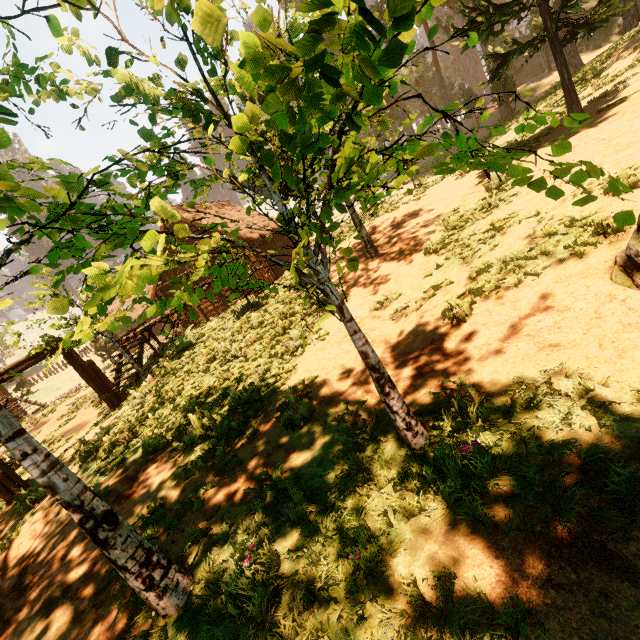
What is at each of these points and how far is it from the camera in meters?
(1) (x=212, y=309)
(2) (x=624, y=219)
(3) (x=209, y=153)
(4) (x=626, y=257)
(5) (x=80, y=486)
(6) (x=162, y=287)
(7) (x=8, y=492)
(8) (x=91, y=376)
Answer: (1) building, 23.8
(2) treerock, 0.8
(3) treerock, 3.8
(4) treerock, 4.0
(5) treerock, 3.2
(6) building, 23.5
(7) fence arch, 10.0
(8) fence arch, 12.3

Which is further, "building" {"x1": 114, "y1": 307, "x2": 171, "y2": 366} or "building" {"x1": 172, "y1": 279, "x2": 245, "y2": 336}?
"building" {"x1": 172, "y1": 279, "x2": 245, "y2": 336}

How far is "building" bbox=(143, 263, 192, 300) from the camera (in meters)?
23.06

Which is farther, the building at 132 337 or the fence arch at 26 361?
the building at 132 337

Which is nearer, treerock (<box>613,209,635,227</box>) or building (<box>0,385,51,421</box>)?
treerock (<box>613,209,635,227</box>)

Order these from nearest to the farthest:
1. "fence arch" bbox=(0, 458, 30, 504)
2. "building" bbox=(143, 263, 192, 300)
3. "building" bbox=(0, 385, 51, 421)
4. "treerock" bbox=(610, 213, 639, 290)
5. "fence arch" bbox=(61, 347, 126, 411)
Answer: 1. "treerock" bbox=(610, 213, 639, 290)
2. "fence arch" bbox=(0, 458, 30, 504)
3. "fence arch" bbox=(61, 347, 126, 411)
4. "building" bbox=(0, 385, 51, 421)
5. "building" bbox=(143, 263, 192, 300)

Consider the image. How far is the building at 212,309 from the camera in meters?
20.8
